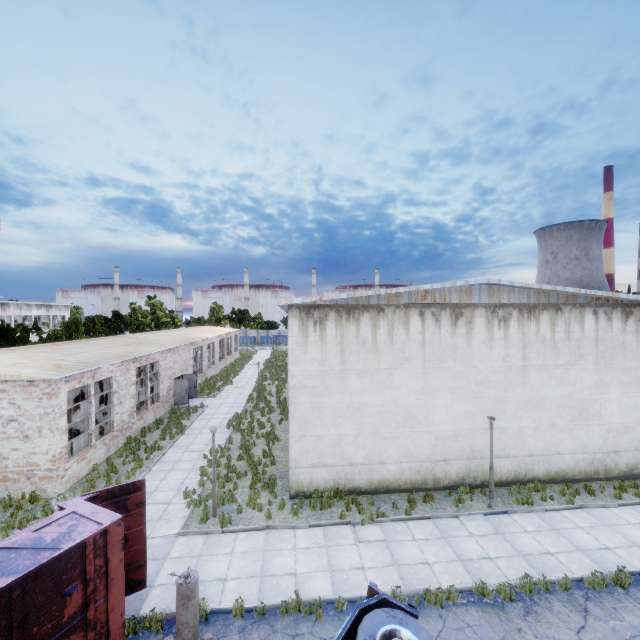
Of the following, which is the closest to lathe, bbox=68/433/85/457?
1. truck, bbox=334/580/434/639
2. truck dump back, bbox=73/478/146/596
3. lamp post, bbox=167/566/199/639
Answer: truck dump back, bbox=73/478/146/596

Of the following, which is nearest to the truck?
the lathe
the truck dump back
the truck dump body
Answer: Result: the truck dump body

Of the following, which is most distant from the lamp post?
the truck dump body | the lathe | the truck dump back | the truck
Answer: the lathe

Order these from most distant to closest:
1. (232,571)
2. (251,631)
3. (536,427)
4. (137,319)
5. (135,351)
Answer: (137,319)
(135,351)
(536,427)
(232,571)
(251,631)

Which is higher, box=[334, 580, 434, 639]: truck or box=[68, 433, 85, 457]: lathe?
box=[334, 580, 434, 639]: truck

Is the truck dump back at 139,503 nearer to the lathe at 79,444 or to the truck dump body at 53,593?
the truck dump body at 53,593

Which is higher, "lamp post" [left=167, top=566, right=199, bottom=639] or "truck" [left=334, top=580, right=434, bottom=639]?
"truck" [left=334, top=580, right=434, bottom=639]

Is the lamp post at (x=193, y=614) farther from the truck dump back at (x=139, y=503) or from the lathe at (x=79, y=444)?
the lathe at (x=79, y=444)
